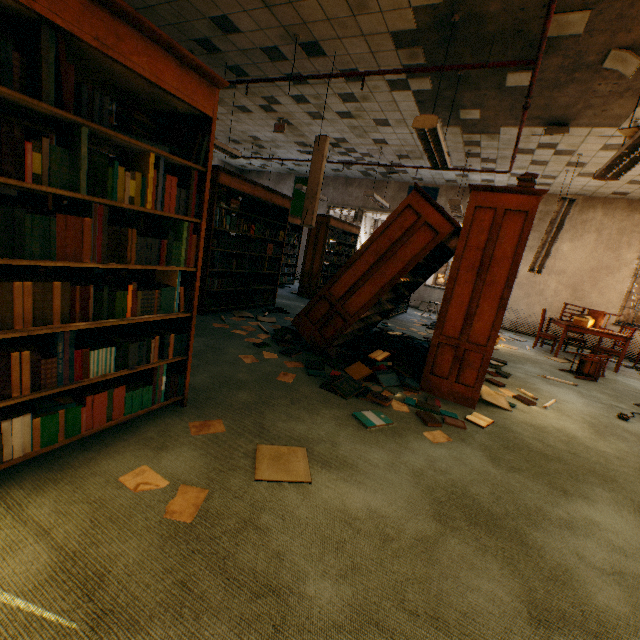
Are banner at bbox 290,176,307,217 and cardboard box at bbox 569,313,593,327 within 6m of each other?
no

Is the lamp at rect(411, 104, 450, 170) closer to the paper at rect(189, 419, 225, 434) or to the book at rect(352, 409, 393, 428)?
the book at rect(352, 409, 393, 428)

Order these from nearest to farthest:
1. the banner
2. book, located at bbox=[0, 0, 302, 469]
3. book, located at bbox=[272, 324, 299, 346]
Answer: book, located at bbox=[0, 0, 302, 469], book, located at bbox=[272, 324, 299, 346], the banner

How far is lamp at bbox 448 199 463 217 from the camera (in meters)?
7.00

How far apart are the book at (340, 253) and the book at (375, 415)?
5.9 meters

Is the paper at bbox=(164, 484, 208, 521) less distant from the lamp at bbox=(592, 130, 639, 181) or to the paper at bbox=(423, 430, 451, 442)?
the paper at bbox=(423, 430, 451, 442)

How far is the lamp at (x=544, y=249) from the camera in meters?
6.3 m

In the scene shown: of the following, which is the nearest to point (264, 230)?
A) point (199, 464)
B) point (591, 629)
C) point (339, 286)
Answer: point (339, 286)
